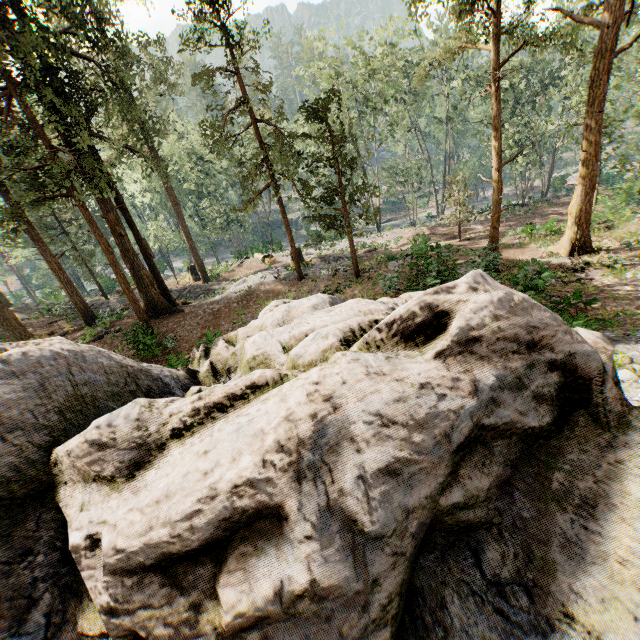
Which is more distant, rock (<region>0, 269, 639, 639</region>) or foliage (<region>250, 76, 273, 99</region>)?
foliage (<region>250, 76, 273, 99</region>)

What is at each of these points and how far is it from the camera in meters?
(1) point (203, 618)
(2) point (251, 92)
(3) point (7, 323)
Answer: (1) rock, 1.7
(2) foliage, 18.9
(3) foliage, 21.4

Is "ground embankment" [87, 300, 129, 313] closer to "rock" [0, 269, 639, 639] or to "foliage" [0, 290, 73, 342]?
"foliage" [0, 290, 73, 342]

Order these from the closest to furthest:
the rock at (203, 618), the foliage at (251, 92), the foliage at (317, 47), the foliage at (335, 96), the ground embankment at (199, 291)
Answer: the rock at (203, 618) < the foliage at (335, 96) < the foliage at (251, 92) < the ground embankment at (199, 291) < the foliage at (317, 47)

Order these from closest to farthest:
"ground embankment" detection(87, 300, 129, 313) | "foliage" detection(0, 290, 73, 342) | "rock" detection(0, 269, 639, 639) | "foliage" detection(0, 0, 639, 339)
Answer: "rock" detection(0, 269, 639, 639)
"foliage" detection(0, 0, 639, 339)
"foliage" detection(0, 290, 73, 342)
"ground embankment" detection(87, 300, 129, 313)

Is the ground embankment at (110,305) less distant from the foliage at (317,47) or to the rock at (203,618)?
the foliage at (317,47)

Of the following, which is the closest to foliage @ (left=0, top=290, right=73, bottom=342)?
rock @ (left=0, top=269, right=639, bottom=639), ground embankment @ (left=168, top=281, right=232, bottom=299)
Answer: ground embankment @ (left=168, top=281, right=232, bottom=299)
